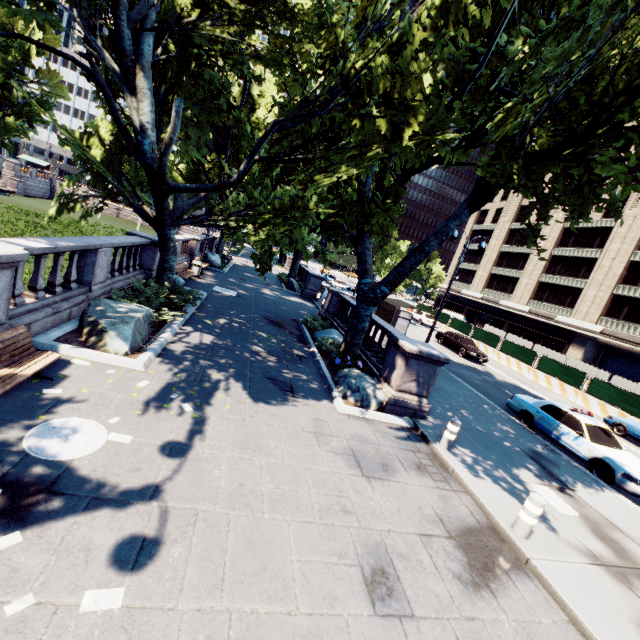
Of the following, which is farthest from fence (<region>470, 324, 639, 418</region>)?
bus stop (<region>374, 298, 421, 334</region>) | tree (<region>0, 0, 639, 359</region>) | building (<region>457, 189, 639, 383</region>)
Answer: tree (<region>0, 0, 639, 359</region>)

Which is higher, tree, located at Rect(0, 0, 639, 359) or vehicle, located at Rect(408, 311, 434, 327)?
tree, located at Rect(0, 0, 639, 359)

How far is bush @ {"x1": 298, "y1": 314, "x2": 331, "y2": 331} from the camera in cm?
1653

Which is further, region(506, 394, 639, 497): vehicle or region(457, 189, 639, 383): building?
region(457, 189, 639, 383): building

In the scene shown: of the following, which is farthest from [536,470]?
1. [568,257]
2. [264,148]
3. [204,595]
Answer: [568,257]

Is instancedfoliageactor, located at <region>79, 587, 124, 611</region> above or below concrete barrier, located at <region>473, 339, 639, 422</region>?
below

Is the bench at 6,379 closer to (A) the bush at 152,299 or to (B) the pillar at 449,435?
(A) the bush at 152,299

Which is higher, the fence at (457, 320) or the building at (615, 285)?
the building at (615, 285)
